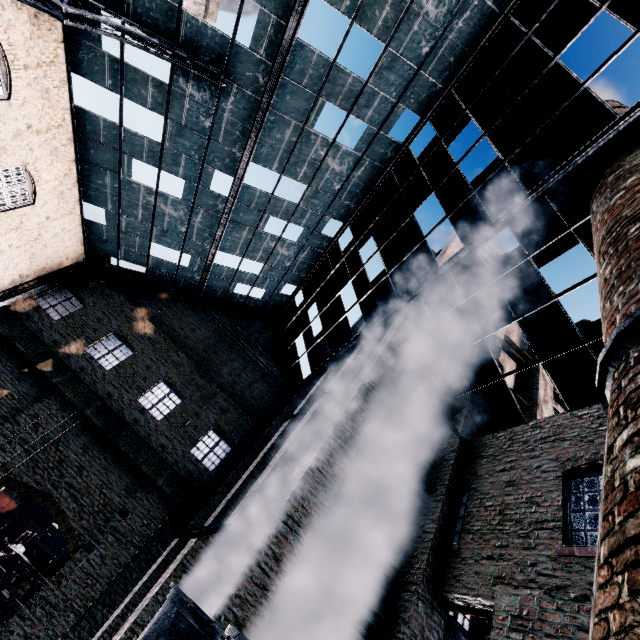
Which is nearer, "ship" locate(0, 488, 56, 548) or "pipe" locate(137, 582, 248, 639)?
"pipe" locate(137, 582, 248, 639)

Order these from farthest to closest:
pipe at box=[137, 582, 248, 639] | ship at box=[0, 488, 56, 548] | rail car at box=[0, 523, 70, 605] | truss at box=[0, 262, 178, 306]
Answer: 1. ship at box=[0, 488, 56, 548]
2. rail car at box=[0, 523, 70, 605]
3. truss at box=[0, 262, 178, 306]
4. pipe at box=[137, 582, 248, 639]

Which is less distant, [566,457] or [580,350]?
[566,457]

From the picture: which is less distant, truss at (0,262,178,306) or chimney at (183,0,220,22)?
truss at (0,262,178,306)

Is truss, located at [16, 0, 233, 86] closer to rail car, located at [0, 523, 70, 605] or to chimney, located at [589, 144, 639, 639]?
chimney, located at [589, 144, 639, 639]

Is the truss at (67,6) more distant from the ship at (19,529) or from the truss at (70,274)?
the ship at (19,529)

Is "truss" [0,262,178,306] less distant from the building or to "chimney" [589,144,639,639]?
the building

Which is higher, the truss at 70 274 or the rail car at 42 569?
the truss at 70 274
